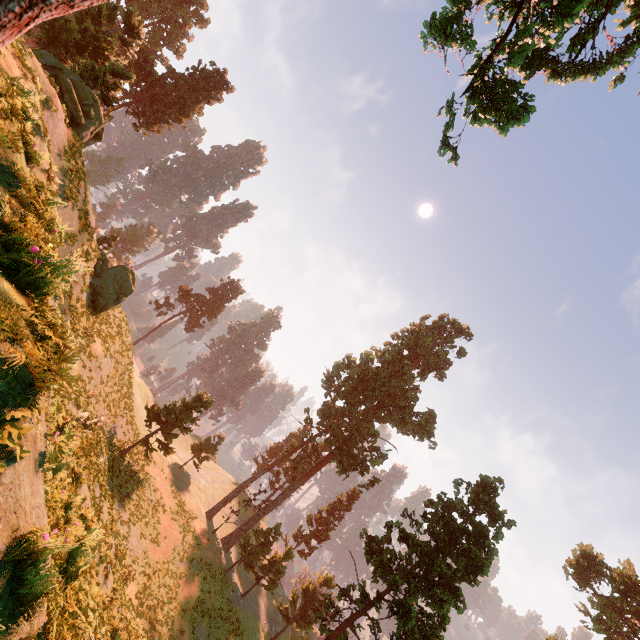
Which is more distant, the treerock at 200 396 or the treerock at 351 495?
the treerock at 351 495

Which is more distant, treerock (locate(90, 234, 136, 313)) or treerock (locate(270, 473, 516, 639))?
treerock (locate(90, 234, 136, 313))

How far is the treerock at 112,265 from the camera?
→ 24.23m

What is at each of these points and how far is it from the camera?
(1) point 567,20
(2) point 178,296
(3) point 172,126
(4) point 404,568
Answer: (1) treerock, 9.10m
(2) treerock, 59.16m
(3) treerock, 42.38m
(4) treerock, 24.44m

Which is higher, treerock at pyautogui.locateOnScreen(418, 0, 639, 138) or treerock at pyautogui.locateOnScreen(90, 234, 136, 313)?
treerock at pyautogui.locateOnScreen(418, 0, 639, 138)

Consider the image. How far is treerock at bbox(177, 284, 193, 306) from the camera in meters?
57.7 m
